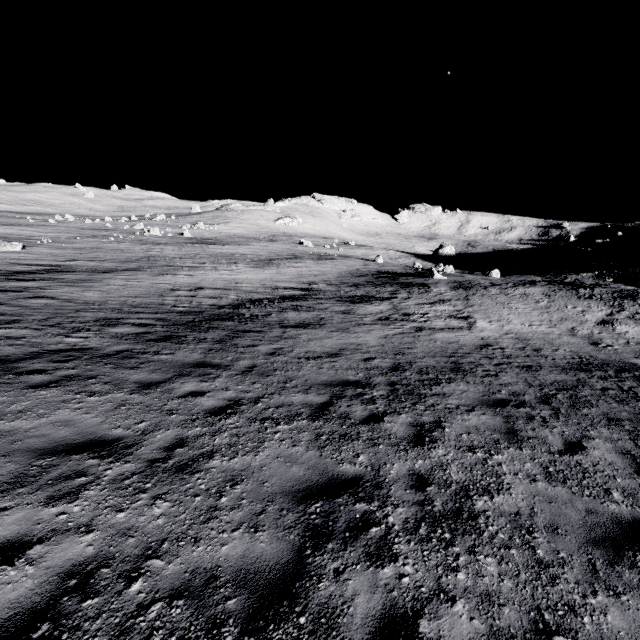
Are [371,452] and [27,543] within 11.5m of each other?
yes
